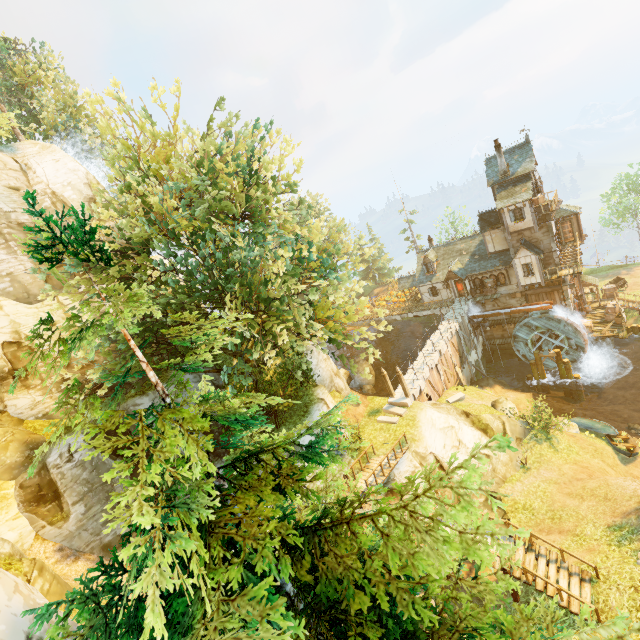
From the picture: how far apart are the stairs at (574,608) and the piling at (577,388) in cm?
2220

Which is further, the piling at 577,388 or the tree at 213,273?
the piling at 577,388

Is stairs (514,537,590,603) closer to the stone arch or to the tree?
the tree

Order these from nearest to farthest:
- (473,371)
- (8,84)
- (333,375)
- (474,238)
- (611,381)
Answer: (333,375) → (8,84) → (611,381) → (473,371) → (474,238)

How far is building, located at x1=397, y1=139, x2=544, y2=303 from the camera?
30.3m

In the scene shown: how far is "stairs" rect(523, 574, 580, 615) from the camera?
12.4m

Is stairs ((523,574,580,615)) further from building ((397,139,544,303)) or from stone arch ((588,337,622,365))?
stone arch ((588,337,622,365))

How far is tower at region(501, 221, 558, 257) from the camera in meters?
31.1 m
